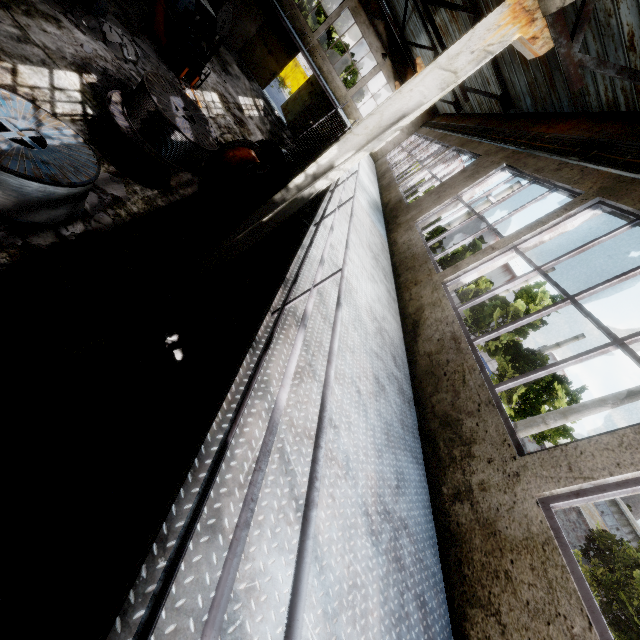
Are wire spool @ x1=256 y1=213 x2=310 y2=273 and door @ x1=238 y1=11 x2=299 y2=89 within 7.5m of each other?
no

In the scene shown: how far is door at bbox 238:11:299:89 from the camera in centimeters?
2212cm

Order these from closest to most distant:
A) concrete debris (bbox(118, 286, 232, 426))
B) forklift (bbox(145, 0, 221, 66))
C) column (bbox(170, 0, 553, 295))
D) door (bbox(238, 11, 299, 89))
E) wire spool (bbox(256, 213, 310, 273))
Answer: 1. column (bbox(170, 0, 553, 295))
2. concrete debris (bbox(118, 286, 232, 426))
3. wire spool (bbox(256, 213, 310, 273))
4. forklift (bbox(145, 0, 221, 66))
5. door (bbox(238, 11, 299, 89))

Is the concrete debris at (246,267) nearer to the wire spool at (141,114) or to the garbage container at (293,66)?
the wire spool at (141,114)

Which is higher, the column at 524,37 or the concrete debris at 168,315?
the column at 524,37

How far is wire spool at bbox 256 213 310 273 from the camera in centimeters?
1060cm

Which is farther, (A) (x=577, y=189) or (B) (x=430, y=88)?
(A) (x=577, y=189)

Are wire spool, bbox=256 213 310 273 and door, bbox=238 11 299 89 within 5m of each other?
no
